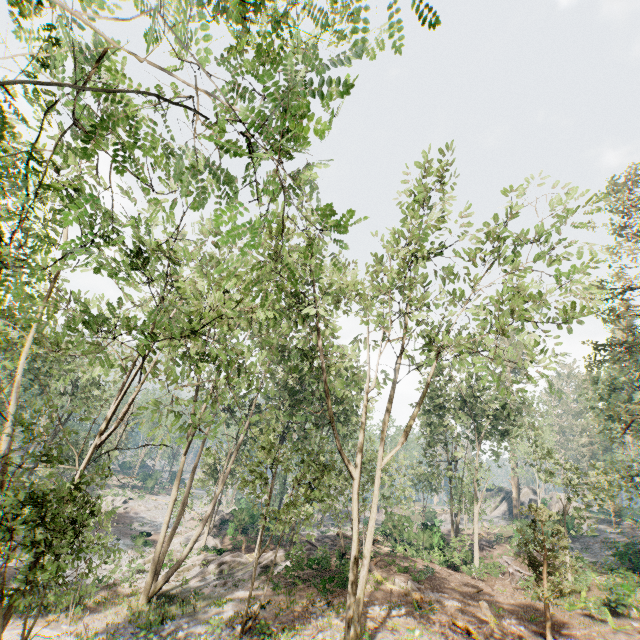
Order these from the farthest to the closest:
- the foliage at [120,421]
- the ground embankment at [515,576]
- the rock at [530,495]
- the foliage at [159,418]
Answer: the rock at [530,495] < the ground embankment at [515,576] < the foliage at [159,418] < the foliage at [120,421]

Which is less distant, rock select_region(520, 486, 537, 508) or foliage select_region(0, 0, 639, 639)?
foliage select_region(0, 0, 639, 639)

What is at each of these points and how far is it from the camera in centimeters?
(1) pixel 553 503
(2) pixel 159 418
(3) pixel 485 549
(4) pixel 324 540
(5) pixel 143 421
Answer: (1) rock, 5169cm
(2) foliage, 1048cm
(3) ground embankment, 3450cm
(4) ground embankment, 3116cm
(5) foliage, 1341cm

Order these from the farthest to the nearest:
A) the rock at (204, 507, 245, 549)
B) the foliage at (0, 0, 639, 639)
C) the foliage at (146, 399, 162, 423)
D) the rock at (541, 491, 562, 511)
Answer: the rock at (541, 491, 562, 511) → the rock at (204, 507, 245, 549) → the foliage at (146, 399, 162, 423) → the foliage at (0, 0, 639, 639)

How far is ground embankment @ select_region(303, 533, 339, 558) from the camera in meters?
24.5 m

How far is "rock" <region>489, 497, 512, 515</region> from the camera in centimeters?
5761cm

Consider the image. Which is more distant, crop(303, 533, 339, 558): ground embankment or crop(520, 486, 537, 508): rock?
crop(520, 486, 537, 508): rock

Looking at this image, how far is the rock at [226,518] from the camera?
31.8m
